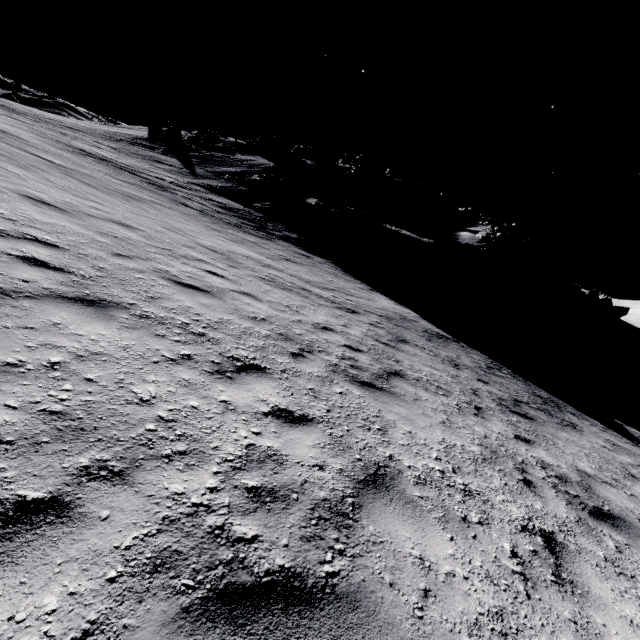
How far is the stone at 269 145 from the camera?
45.7 meters

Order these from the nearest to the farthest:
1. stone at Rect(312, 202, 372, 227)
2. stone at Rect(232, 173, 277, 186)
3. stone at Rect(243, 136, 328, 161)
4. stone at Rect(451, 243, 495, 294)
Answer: stone at Rect(451, 243, 495, 294), stone at Rect(312, 202, 372, 227), stone at Rect(232, 173, 277, 186), stone at Rect(243, 136, 328, 161)

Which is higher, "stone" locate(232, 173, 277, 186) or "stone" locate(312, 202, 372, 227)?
"stone" locate(232, 173, 277, 186)

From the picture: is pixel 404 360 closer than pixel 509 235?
Yes

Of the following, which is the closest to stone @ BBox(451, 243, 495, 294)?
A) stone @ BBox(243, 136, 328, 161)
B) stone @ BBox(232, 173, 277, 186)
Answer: stone @ BBox(232, 173, 277, 186)

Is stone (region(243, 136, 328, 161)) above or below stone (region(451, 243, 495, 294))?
above

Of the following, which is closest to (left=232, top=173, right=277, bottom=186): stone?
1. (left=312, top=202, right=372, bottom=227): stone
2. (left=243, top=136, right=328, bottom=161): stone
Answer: (left=243, top=136, right=328, bottom=161): stone

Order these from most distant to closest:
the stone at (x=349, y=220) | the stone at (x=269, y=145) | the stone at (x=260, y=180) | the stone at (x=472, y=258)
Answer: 1. the stone at (x=269, y=145)
2. the stone at (x=260, y=180)
3. the stone at (x=349, y=220)
4. the stone at (x=472, y=258)
